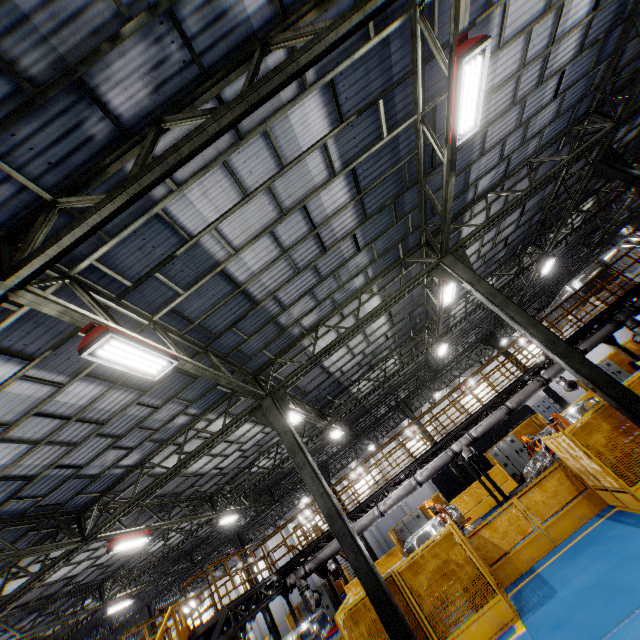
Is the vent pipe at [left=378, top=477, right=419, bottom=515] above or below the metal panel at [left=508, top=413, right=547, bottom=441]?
above

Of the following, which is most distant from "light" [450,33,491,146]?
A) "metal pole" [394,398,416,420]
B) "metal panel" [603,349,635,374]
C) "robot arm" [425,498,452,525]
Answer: "metal pole" [394,398,416,420]

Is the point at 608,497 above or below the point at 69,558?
below

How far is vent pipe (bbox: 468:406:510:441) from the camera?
13.7m

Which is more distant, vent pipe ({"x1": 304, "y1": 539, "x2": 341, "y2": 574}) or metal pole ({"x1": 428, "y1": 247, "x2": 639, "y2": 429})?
Result: vent pipe ({"x1": 304, "y1": 539, "x2": 341, "y2": 574})

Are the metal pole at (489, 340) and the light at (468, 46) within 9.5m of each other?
no

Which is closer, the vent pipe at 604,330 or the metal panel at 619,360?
the vent pipe at 604,330

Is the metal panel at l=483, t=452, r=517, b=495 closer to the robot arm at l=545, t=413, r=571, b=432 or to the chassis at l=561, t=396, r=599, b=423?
the robot arm at l=545, t=413, r=571, b=432
